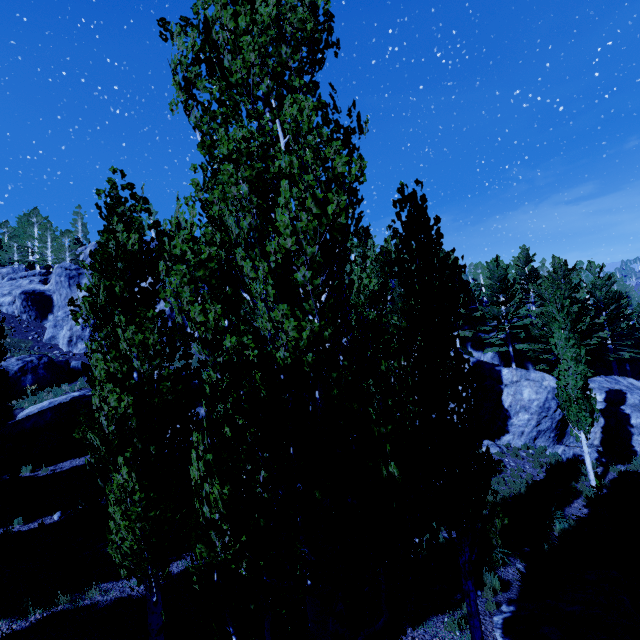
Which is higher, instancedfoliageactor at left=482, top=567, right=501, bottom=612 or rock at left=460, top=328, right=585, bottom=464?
rock at left=460, top=328, right=585, bottom=464

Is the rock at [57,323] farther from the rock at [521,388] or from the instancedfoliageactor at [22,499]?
the instancedfoliageactor at [22,499]

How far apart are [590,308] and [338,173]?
34.9m

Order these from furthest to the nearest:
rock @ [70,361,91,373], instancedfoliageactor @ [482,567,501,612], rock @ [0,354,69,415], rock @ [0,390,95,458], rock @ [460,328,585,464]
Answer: rock @ [70,361,91,373] < rock @ [0,354,69,415] < rock @ [460,328,585,464] < rock @ [0,390,95,458] < instancedfoliageactor @ [482,567,501,612]

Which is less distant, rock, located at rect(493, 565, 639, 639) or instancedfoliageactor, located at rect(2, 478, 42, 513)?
rock, located at rect(493, 565, 639, 639)

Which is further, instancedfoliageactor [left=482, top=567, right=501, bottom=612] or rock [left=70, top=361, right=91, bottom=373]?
rock [left=70, top=361, right=91, bottom=373]

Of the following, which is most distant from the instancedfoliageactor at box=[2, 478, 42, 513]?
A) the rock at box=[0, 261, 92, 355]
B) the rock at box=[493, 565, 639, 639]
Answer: the rock at box=[0, 261, 92, 355]

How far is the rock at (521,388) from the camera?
19.7m
